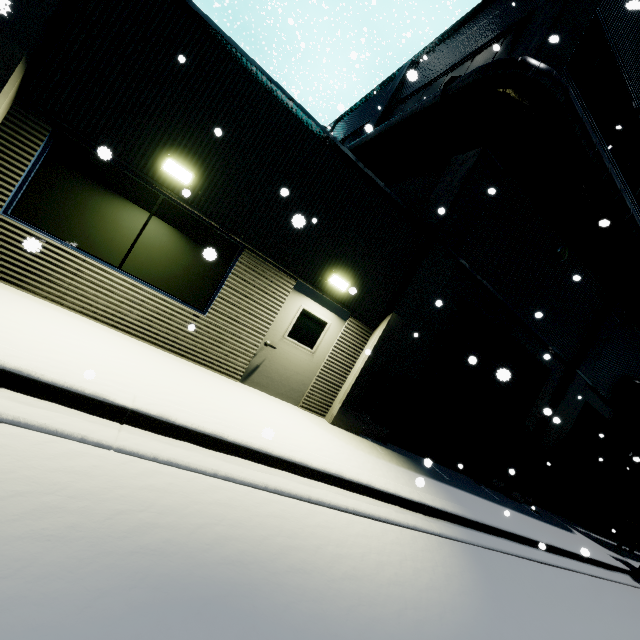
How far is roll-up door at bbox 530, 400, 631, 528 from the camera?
12.7m

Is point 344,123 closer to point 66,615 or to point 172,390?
point 172,390

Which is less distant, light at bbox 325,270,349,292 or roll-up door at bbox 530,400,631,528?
light at bbox 325,270,349,292

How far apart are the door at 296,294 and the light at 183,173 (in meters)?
2.41

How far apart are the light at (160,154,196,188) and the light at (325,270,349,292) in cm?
296

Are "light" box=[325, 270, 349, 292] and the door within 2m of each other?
yes

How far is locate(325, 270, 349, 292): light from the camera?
6.6m

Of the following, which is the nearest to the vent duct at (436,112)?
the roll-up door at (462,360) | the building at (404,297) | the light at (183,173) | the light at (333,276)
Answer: the building at (404,297)
